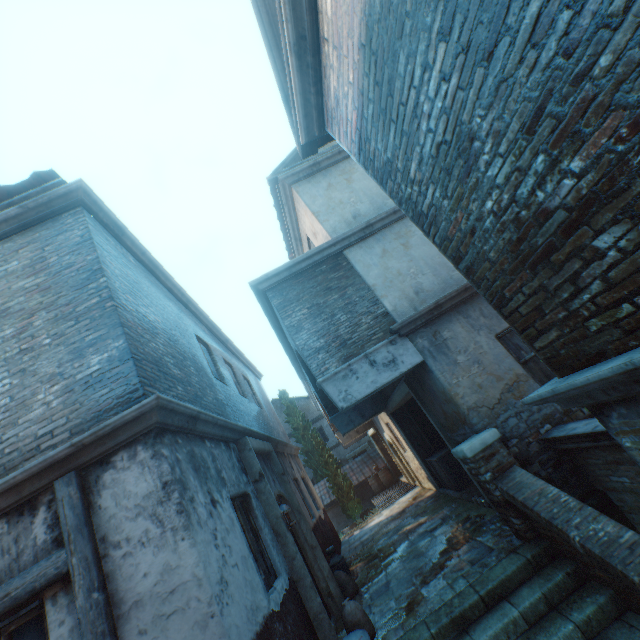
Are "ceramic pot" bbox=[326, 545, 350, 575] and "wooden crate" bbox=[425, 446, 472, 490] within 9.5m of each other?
yes

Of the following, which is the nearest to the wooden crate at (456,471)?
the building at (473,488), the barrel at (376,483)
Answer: the building at (473,488)

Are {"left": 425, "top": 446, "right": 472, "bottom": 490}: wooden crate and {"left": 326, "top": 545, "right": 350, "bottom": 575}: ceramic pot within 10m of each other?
yes

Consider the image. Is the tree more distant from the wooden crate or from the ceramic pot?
the ceramic pot

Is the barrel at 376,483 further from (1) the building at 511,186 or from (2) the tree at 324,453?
(1) the building at 511,186

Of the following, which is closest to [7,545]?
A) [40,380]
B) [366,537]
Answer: [40,380]

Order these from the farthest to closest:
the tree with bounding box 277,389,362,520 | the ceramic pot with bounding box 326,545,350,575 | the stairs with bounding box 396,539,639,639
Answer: the tree with bounding box 277,389,362,520, the ceramic pot with bounding box 326,545,350,575, the stairs with bounding box 396,539,639,639

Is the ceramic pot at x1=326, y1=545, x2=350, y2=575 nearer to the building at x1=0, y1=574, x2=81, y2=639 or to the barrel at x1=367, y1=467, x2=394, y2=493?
the building at x1=0, y1=574, x2=81, y2=639
